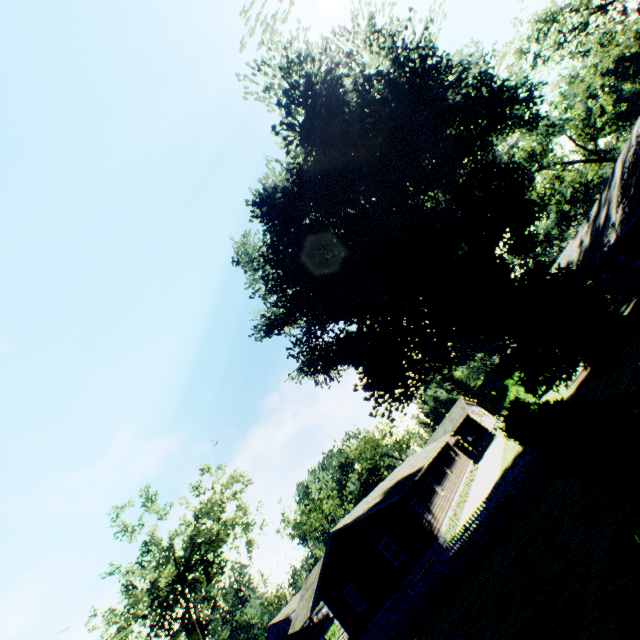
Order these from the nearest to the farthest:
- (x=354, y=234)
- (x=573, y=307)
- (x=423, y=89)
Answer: (x=423, y=89), (x=573, y=307), (x=354, y=234)

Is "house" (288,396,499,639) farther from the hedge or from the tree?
→ the hedge

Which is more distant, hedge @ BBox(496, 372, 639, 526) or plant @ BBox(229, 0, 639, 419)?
plant @ BBox(229, 0, 639, 419)

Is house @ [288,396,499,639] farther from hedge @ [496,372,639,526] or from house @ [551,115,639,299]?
house @ [551,115,639,299]

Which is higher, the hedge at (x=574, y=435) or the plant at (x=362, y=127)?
the plant at (x=362, y=127)

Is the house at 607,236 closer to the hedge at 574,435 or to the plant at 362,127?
the plant at 362,127

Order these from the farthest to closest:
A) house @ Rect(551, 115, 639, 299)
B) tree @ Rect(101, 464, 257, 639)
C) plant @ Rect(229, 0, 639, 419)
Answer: tree @ Rect(101, 464, 257, 639) → plant @ Rect(229, 0, 639, 419) → house @ Rect(551, 115, 639, 299)

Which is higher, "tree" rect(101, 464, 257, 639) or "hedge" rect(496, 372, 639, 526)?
"tree" rect(101, 464, 257, 639)
